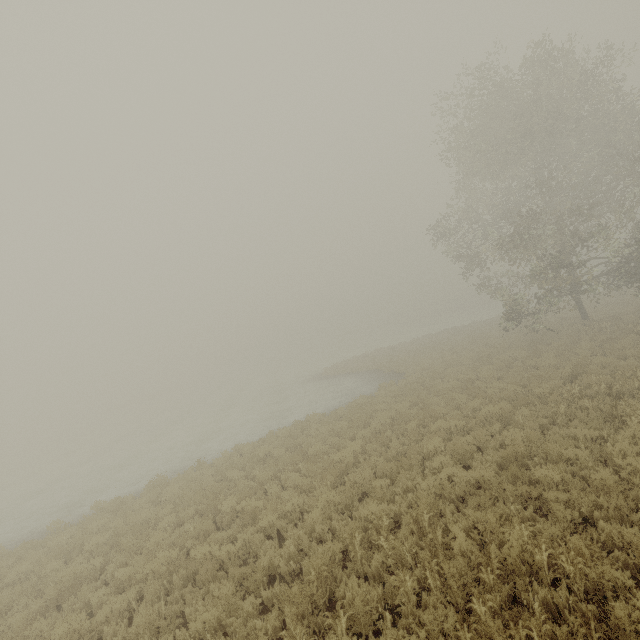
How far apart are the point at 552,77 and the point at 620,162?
6.6m

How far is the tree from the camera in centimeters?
511cm

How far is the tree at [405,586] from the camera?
5.11m
